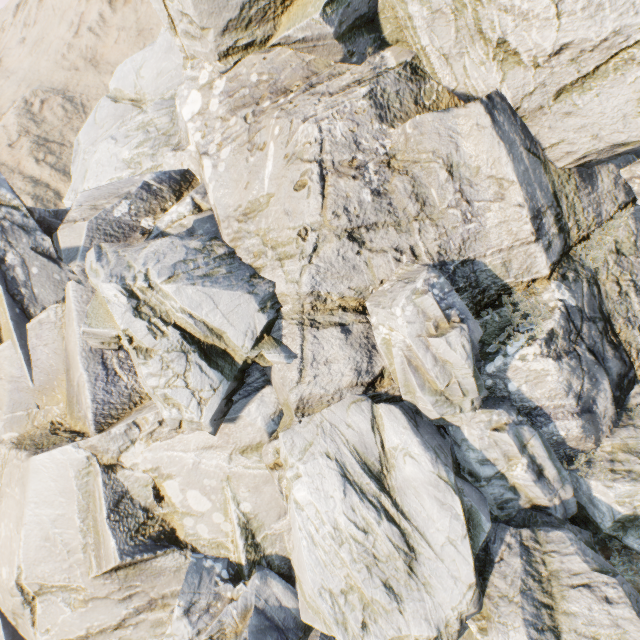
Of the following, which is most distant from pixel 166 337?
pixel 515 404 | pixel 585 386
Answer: pixel 585 386
